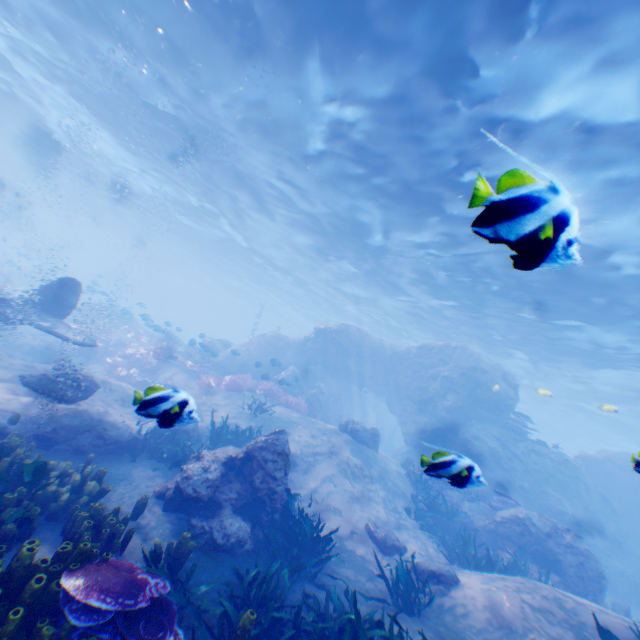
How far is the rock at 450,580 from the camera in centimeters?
696cm

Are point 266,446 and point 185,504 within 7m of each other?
yes

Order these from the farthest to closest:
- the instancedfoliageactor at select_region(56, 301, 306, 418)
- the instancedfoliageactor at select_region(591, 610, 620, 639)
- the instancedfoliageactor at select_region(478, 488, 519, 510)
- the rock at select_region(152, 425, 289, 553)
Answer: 1. the instancedfoliageactor at select_region(56, 301, 306, 418)
2. the instancedfoliageactor at select_region(478, 488, 519, 510)
3. the rock at select_region(152, 425, 289, 553)
4. the instancedfoliageactor at select_region(591, 610, 620, 639)

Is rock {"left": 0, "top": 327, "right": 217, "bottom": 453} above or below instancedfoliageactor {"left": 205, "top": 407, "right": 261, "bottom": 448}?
below

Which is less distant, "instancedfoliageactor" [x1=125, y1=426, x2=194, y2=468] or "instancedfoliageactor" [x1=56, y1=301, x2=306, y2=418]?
"instancedfoliageactor" [x1=125, y1=426, x2=194, y2=468]

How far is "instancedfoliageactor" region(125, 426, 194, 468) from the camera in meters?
8.3

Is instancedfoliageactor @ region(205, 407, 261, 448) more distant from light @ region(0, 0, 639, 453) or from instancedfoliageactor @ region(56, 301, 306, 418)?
light @ region(0, 0, 639, 453)

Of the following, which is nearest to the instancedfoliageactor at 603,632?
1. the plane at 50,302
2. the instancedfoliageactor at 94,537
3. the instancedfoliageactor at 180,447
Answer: the instancedfoliageactor at 94,537
